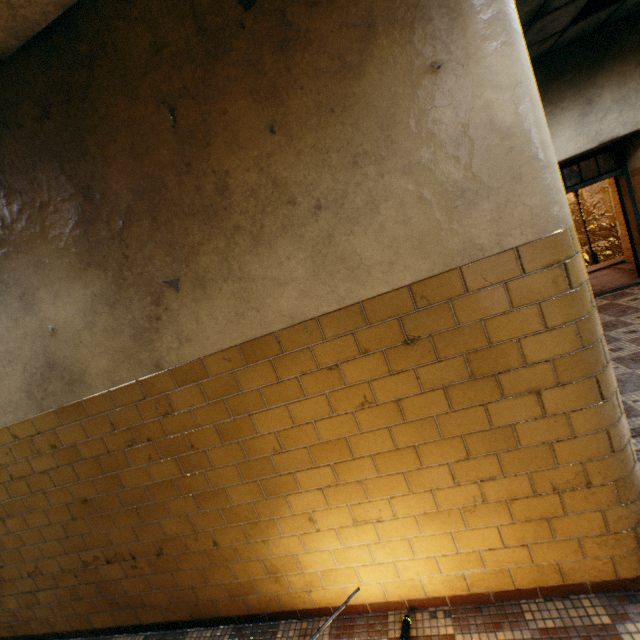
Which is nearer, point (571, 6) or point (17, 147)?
point (17, 147)

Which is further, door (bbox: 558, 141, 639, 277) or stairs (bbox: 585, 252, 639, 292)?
stairs (bbox: 585, 252, 639, 292)

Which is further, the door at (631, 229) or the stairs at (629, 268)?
the stairs at (629, 268)

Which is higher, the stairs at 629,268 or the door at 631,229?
the door at 631,229

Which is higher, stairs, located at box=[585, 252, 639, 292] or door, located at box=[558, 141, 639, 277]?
door, located at box=[558, 141, 639, 277]
